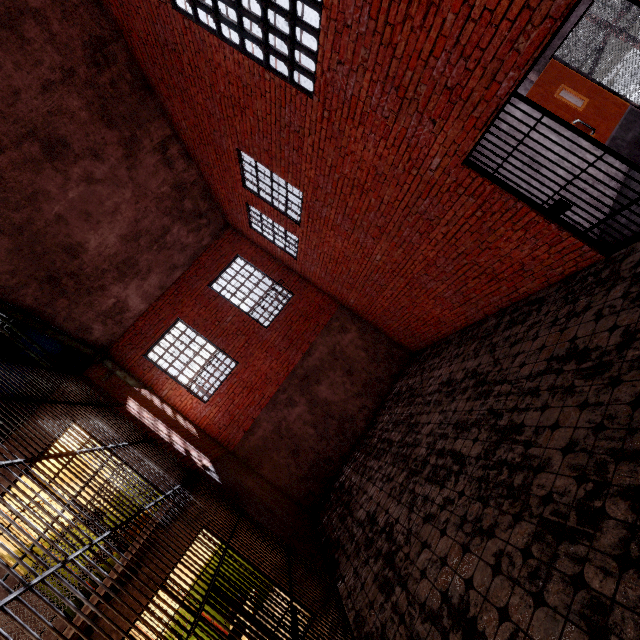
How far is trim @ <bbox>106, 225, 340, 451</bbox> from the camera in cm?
981

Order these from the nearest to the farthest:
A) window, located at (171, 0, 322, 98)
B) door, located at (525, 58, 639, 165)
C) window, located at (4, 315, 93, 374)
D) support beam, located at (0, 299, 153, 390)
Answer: window, located at (171, 0, 322, 98) < door, located at (525, 58, 639, 165) < support beam, located at (0, 299, 153, 390) < window, located at (4, 315, 93, 374)

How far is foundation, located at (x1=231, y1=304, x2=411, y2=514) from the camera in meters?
9.5 m

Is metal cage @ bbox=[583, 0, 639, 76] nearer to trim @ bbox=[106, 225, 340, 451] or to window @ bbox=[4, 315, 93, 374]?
trim @ bbox=[106, 225, 340, 451]

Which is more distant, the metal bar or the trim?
the trim

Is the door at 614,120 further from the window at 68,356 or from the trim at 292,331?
the window at 68,356

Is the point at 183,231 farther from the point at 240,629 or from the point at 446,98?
the point at 240,629

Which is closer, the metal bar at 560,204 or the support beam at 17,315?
the metal bar at 560,204
